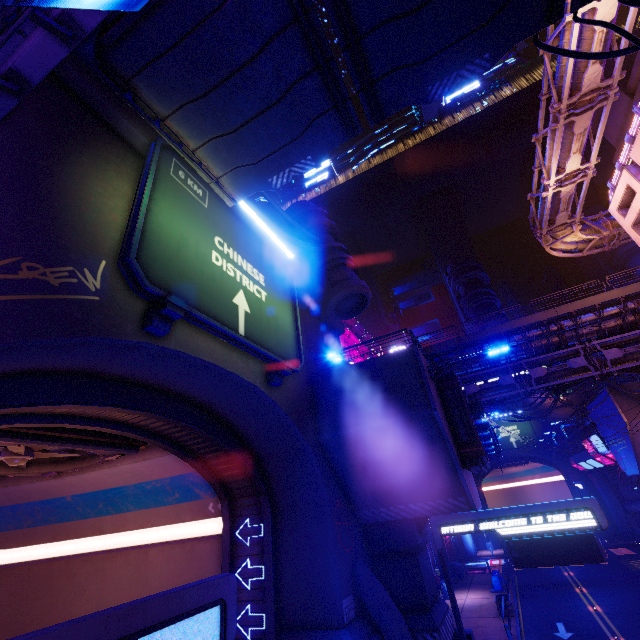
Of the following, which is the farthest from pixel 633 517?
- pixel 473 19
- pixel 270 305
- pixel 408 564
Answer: pixel 473 19

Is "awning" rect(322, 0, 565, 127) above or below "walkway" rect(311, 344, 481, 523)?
above

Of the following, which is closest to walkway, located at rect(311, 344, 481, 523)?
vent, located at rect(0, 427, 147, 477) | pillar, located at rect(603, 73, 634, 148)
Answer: vent, located at rect(0, 427, 147, 477)

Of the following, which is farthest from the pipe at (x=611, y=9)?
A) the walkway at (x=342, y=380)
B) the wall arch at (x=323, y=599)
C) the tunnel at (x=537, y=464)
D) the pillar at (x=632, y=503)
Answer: the wall arch at (x=323, y=599)

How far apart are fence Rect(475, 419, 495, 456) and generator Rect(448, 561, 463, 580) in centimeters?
1247cm

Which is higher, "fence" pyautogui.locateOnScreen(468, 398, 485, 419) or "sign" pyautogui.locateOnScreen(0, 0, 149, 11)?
"sign" pyautogui.locateOnScreen(0, 0, 149, 11)

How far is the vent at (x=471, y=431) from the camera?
13.2m

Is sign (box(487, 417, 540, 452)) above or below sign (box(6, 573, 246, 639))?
above
